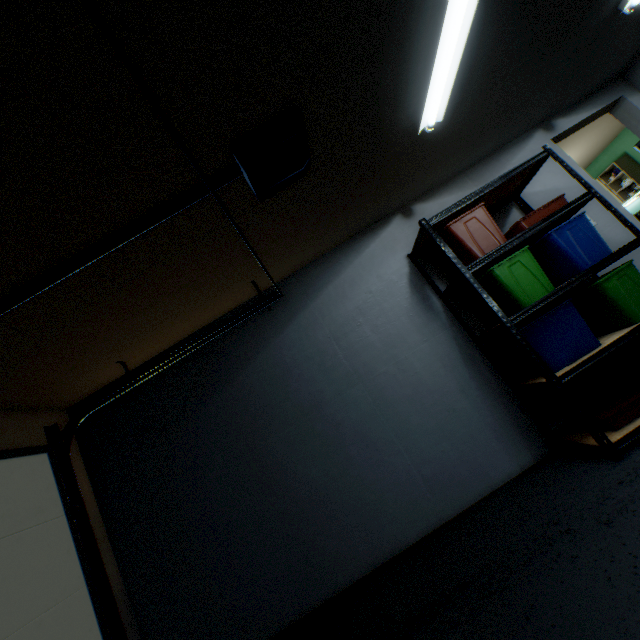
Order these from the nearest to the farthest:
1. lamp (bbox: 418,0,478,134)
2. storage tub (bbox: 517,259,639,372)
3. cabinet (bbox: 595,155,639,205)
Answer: lamp (bbox: 418,0,478,134)
storage tub (bbox: 517,259,639,372)
cabinet (bbox: 595,155,639,205)

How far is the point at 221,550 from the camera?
2.6 meters

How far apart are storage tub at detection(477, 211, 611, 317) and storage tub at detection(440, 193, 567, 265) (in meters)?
0.13

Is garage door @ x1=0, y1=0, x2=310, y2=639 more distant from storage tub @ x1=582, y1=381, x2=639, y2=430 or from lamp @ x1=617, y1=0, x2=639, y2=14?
lamp @ x1=617, y1=0, x2=639, y2=14

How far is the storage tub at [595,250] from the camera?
2.3m

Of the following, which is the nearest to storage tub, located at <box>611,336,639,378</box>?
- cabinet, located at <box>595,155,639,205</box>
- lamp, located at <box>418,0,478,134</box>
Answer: lamp, located at <box>418,0,478,134</box>

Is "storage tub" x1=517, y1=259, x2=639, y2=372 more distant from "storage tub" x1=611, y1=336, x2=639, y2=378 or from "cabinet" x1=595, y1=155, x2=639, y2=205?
"cabinet" x1=595, y1=155, x2=639, y2=205

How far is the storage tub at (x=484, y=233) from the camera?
2.45m
